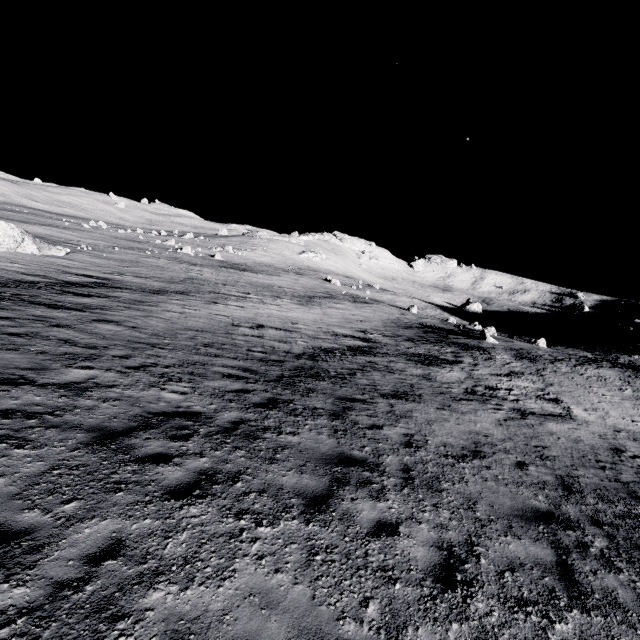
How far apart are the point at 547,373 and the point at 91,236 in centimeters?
6005cm

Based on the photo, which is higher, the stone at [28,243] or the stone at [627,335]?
the stone at [627,335]

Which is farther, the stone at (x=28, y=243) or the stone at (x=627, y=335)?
the stone at (x=627, y=335)

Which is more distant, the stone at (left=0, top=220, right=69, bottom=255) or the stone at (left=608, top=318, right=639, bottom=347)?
the stone at (left=608, top=318, right=639, bottom=347)

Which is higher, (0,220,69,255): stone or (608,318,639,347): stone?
(608,318,639,347): stone
